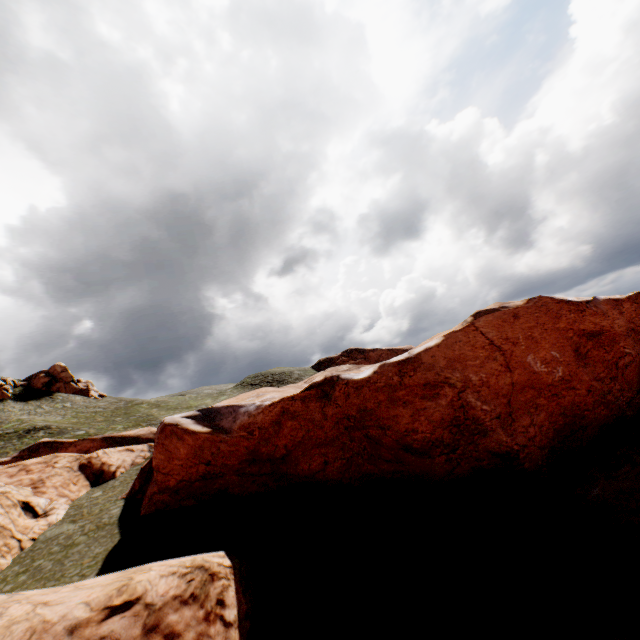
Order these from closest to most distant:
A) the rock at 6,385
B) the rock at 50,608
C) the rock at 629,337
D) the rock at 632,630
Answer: the rock at 632,630 < the rock at 50,608 < the rock at 629,337 < the rock at 6,385

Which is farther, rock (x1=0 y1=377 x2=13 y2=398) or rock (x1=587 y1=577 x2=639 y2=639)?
rock (x1=0 y1=377 x2=13 y2=398)

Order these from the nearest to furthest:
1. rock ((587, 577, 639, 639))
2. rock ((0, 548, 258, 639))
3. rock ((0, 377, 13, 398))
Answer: rock ((587, 577, 639, 639)) → rock ((0, 548, 258, 639)) → rock ((0, 377, 13, 398))

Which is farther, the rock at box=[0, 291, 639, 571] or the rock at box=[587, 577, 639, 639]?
the rock at box=[0, 291, 639, 571]

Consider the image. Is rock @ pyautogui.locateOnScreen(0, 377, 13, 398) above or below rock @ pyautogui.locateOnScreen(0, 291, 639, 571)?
above

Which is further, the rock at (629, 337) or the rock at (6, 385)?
the rock at (6, 385)

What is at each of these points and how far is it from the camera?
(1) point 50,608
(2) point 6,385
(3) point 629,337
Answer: (1) rock, 9.3m
(2) rock, 56.8m
(3) rock, 18.9m
